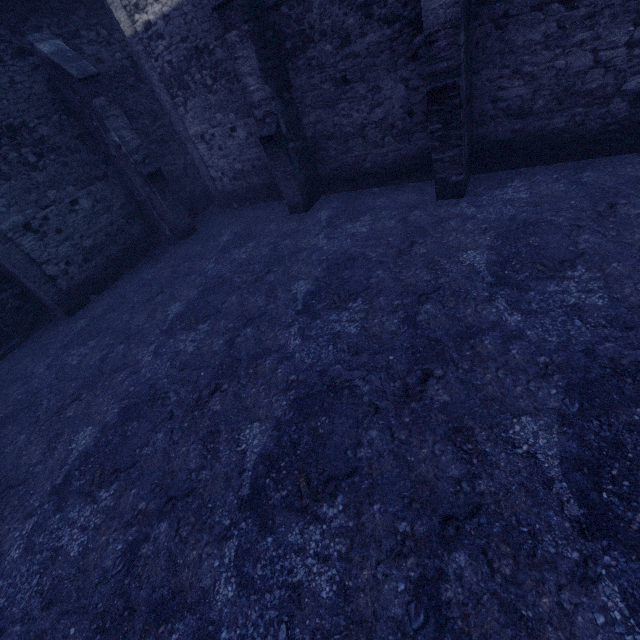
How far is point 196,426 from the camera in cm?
486
